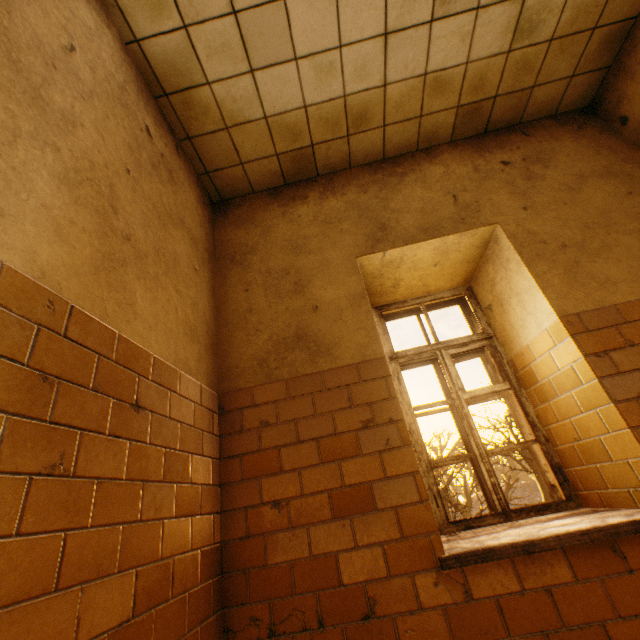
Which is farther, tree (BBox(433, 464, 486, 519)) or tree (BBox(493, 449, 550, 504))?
tree (BBox(433, 464, 486, 519))

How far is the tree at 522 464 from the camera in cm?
1346

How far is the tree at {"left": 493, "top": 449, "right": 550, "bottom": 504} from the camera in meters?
13.5

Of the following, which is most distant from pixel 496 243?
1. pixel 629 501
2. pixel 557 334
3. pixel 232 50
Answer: pixel 232 50
